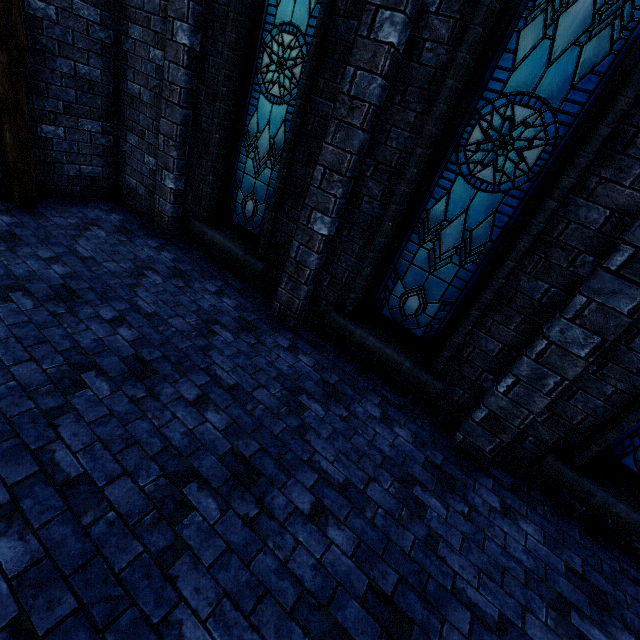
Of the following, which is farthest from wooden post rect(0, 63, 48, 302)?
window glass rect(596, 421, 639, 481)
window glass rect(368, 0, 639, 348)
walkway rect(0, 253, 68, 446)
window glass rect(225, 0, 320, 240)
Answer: window glass rect(596, 421, 639, 481)

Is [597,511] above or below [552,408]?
below

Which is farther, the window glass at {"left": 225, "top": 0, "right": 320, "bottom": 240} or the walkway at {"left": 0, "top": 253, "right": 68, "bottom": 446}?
the window glass at {"left": 225, "top": 0, "right": 320, "bottom": 240}

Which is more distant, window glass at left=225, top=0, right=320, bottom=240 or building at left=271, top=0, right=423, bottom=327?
window glass at left=225, top=0, right=320, bottom=240

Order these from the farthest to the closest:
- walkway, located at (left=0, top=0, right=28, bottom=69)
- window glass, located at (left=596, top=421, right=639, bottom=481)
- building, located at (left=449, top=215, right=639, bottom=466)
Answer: walkway, located at (left=0, top=0, right=28, bottom=69), window glass, located at (left=596, top=421, right=639, bottom=481), building, located at (left=449, top=215, right=639, bottom=466)

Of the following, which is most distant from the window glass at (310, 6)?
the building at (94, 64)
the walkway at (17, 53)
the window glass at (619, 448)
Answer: the window glass at (619, 448)

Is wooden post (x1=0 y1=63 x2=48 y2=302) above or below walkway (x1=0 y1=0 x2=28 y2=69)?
below

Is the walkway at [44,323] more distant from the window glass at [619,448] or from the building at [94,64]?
the window glass at [619,448]
